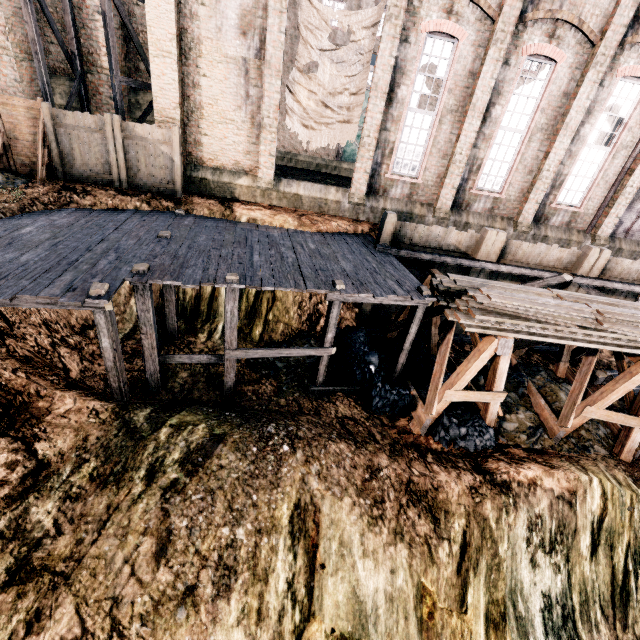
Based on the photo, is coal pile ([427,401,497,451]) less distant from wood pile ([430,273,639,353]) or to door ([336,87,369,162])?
wood pile ([430,273,639,353])

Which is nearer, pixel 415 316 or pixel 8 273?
pixel 8 273

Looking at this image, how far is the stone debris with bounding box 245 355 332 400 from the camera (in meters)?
11.51

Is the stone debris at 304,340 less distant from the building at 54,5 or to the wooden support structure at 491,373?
the wooden support structure at 491,373

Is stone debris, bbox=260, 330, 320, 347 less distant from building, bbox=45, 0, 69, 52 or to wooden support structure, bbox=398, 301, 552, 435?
wooden support structure, bbox=398, 301, 552, 435

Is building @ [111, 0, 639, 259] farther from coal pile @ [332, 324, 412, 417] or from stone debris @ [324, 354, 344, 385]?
stone debris @ [324, 354, 344, 385]

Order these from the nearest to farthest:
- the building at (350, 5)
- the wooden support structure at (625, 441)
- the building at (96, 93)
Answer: the wooden support structure at (625, 441)
the building at (96, 93)
the building at (350, 5)

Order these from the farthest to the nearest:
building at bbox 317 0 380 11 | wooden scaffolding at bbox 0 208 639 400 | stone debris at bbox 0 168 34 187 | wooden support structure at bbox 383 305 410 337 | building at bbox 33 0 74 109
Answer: building at bbox 317 0 380 11, building at bbox 33 0 74 109, wooden support structure at bbox 383 305 410 337, stone debris at bbox 0 168 34 187, wooden scaffolding at bbox 0 208 639 400
